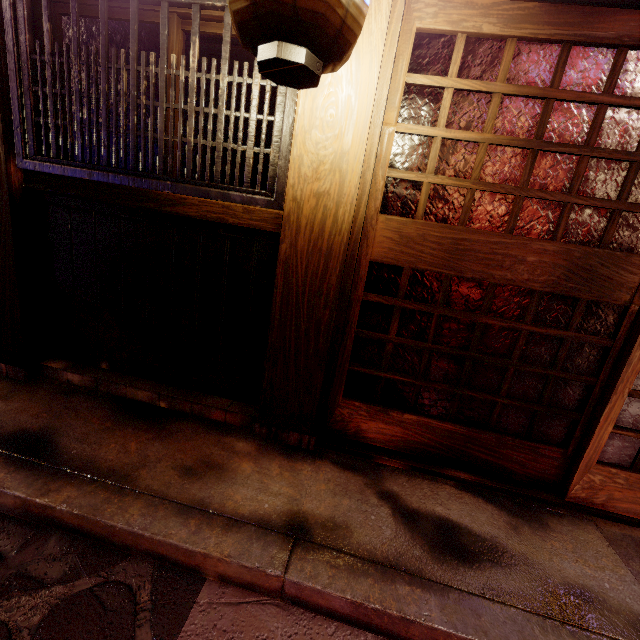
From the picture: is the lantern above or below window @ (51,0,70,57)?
below

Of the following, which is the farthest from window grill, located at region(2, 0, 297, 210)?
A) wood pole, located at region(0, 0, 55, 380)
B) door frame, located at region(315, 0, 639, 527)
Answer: door frame, located at region(315, 0, 639, 527)

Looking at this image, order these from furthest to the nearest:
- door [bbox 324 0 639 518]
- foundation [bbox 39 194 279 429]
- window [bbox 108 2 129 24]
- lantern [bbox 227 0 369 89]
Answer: foundation [bbox 39 194 279 429]
window [bbox 108 2 129 24]
door [bbox 324 0 639 518]
lantern [bbox 227 0 369 89]

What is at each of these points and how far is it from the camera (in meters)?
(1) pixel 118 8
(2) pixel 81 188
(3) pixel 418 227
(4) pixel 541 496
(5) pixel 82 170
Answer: (1) window, 3.72
(2) wood bar, 3.98
(3) door, 3.64
(4) door frame, 3.95
(5) window grill, 3.85

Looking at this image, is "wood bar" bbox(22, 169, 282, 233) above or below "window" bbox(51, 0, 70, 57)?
below

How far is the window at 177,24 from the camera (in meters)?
3.60

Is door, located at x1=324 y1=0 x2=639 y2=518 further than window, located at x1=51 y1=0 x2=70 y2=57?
No

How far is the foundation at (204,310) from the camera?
4.19m
